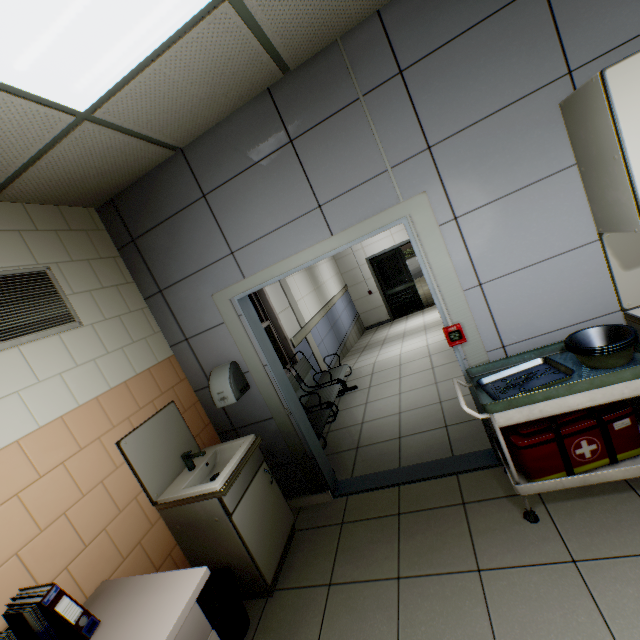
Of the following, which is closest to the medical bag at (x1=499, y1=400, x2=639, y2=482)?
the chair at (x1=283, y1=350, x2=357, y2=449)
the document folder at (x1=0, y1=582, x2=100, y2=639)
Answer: the chair at (x1=283, y1=350, x2=357, y2=449)

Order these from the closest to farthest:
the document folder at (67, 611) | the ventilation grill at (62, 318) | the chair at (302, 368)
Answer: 1. the document folder at (67, 611)
2. the ventilation grill at (62, 318)
3. the chair at (302, 368)

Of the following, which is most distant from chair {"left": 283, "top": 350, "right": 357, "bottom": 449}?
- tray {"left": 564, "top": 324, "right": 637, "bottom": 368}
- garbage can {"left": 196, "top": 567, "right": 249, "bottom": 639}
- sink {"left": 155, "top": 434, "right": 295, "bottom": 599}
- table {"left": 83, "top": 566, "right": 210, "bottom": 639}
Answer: tray {"left": 564, "top": 324, "right": 637, "bottom": 368}

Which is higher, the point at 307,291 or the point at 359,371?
the point at 307,291

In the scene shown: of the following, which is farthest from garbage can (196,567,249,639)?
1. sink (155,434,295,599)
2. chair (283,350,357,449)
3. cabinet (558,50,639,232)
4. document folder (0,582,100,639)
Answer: cabinet (558,50,639,232)

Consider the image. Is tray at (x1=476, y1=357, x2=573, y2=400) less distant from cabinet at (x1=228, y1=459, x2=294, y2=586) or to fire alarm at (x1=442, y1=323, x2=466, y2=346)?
fire alarm at (x1=442, y1=323, x2=466, y2=346)

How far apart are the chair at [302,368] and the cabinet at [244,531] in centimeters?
57cm

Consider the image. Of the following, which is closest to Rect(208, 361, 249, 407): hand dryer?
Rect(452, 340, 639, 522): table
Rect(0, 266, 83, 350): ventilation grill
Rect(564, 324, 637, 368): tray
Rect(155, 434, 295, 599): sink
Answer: Rect(155, 434, 295, 599): sink
